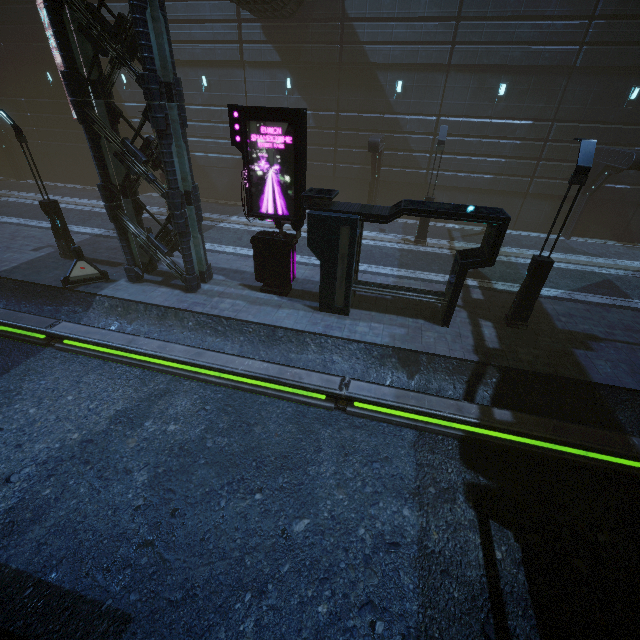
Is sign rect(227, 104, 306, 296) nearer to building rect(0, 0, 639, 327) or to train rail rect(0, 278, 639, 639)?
building rect(0, 0, 639, 327)

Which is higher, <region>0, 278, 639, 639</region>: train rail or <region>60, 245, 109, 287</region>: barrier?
<region>60, 245, 109, 287</region>: barrier

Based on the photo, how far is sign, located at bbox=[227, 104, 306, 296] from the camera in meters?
9.3 m

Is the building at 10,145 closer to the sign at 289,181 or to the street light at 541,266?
the sign at 289,181

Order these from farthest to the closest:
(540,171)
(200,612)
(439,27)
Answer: (540,171)
(439,27)
(200,612)

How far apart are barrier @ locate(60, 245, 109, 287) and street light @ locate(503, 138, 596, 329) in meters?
15.1 m

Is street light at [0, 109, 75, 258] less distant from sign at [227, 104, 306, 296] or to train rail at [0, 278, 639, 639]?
train rail at [0, 278, 639, 639]

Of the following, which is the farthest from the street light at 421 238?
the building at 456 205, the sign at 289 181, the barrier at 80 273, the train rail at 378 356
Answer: the barrier at 80 273
